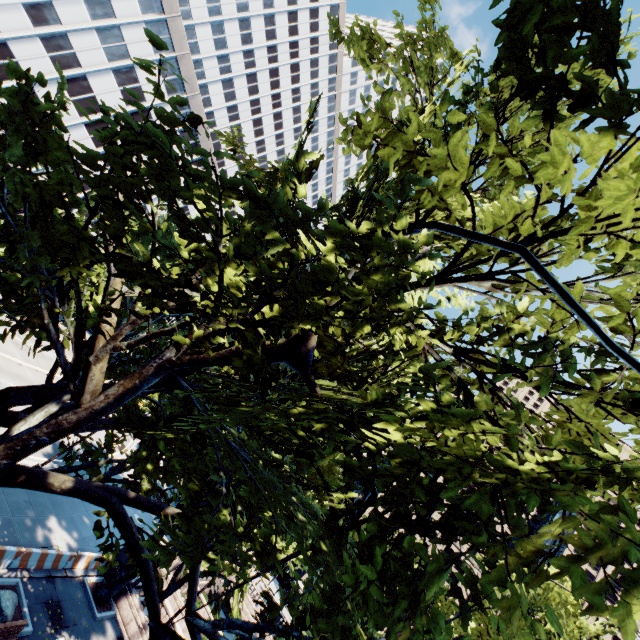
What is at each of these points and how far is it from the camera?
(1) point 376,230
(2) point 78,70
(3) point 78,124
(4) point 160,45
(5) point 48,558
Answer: (1) tree, 5.6 meters
(2) building, 35.8 meters
(3) building, 38.5 meters
(4) tree, 4.1 meters
(5) concrete barrier, 16.4 meters

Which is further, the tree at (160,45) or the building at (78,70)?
the building at (78,70)

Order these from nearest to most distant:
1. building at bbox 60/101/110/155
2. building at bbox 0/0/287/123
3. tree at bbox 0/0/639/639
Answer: tree at bbox 0/0/639/639 < building at bbox 0/0/287/123 < building at bbox 60/101/110/155

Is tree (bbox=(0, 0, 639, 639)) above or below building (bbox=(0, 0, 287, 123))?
below

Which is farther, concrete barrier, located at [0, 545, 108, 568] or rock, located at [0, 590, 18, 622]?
concrete barrier, located at [0, 545, 108, 568]

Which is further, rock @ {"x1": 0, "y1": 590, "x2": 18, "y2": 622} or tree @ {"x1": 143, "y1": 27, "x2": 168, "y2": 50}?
rock @ {"x1": 0, "y1": 590, "x2": 18, "y2": 622}

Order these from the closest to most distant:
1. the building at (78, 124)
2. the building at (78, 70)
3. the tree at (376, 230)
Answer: the tree at (376, 230) → the building at (78, 70) → the building at (78, 124)

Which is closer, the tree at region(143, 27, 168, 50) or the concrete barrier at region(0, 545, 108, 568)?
the tree at region(143, 27, 168, 50)
